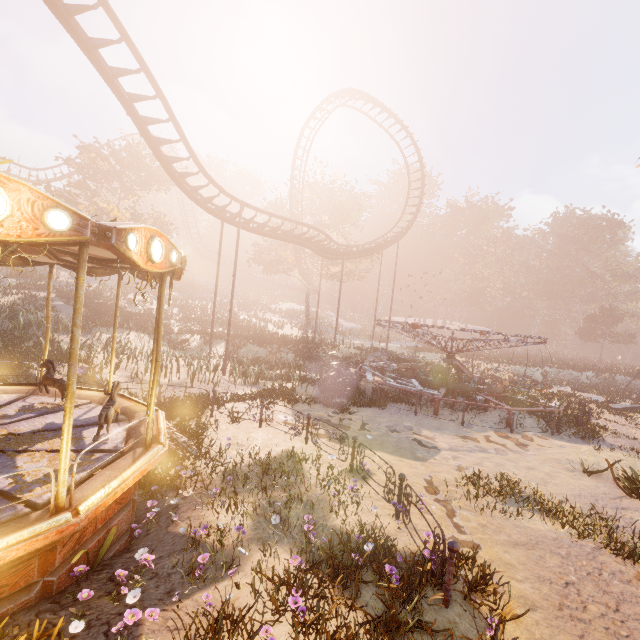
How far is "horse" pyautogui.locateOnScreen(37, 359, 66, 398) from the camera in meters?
7.8

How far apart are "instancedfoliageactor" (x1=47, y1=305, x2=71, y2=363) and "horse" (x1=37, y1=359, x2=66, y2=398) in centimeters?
1165cm

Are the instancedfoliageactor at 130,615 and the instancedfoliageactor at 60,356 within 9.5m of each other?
no

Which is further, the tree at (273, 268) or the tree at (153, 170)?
the tree at (273, 268)

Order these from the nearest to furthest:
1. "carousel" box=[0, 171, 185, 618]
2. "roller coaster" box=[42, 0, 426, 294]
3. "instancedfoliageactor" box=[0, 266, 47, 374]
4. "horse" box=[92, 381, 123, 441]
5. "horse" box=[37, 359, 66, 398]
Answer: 1. "carousel" box=[0, 171, 185, 618]
2. "horse" box=[92, 381, 123, 441]
3. "horse" box=[37, 359, 66, 398]
4. "roller coaster" box=[42, 0, 426, 294]
5. "instancedfoliageactor" box=[0, 266, 47, 374]

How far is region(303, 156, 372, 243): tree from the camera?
35.8 meters

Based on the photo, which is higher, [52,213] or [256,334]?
[52,213]

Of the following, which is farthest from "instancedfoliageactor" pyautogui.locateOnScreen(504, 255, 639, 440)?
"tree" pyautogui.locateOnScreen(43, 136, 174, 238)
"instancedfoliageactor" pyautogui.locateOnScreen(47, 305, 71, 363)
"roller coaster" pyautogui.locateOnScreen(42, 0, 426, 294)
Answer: "instancedfoliageactor" pyautogui.locateOnScreen(47, 305, 71, 363)
